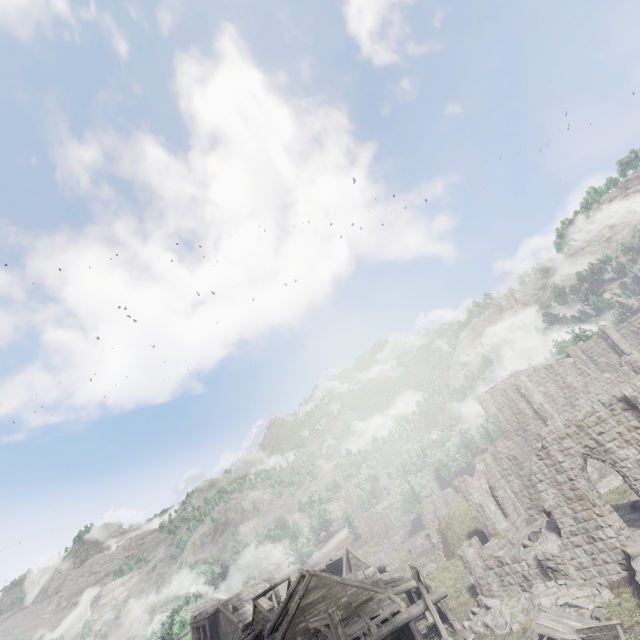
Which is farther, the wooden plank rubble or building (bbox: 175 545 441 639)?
the wooden plank rubble

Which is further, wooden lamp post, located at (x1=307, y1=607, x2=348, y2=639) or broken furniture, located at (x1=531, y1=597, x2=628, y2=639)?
broken furniture, located at (x1=531, y1=597, x2=628, y2=639)

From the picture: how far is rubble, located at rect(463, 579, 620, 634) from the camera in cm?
1614

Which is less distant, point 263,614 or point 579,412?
point 579,412

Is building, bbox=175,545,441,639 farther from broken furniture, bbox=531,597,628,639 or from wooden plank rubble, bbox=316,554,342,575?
broken furniture, bbox=531,597,628,639

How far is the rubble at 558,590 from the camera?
16.1m

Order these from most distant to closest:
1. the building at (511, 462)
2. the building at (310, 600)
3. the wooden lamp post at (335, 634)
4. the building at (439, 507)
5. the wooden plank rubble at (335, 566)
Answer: the building at (439, 507) → the wooden plank rubble at (335, 566) → the building at (310, 600) → the building at (511, 462) → the wooden lamp post at (335, 634)

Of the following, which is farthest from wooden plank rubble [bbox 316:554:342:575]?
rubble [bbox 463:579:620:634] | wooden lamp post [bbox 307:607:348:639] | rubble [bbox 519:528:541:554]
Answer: wooden lamp post [bbox 307:607:348:639]
